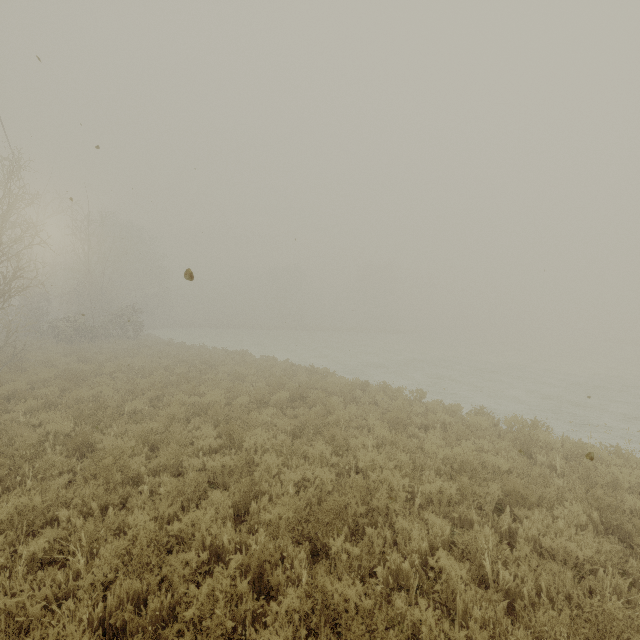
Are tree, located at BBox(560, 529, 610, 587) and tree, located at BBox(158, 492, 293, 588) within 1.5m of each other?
no

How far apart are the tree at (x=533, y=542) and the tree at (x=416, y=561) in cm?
59

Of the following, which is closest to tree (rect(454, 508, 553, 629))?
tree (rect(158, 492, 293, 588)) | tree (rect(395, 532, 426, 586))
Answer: tree (rect(395, 532, 426, 586))

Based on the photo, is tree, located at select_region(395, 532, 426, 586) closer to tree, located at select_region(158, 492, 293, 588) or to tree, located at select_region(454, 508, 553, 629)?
tree, located at select_region(454, 508, 553, 629)

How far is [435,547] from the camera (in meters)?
4.27

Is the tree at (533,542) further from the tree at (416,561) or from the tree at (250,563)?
the tree at (250,563)
